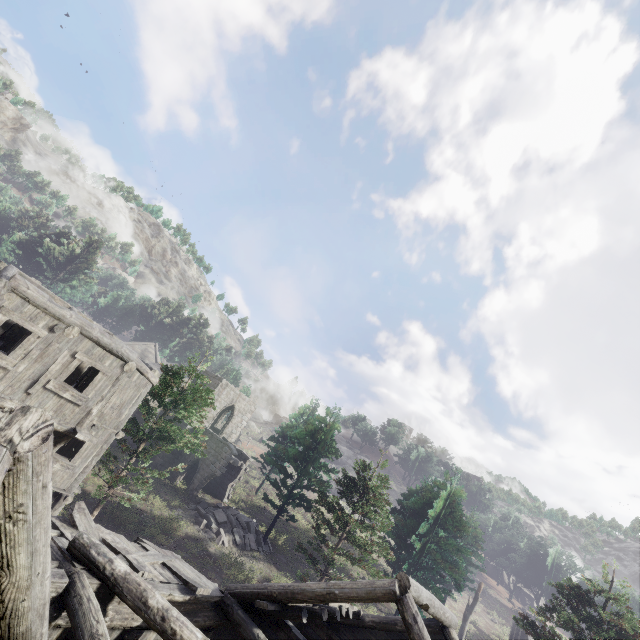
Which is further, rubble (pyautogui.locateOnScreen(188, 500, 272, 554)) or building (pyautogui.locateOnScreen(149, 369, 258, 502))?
building (pyautogui.locateOnScreen(149, 369, 258, 502))

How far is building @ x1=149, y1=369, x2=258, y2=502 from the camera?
26.7 meters

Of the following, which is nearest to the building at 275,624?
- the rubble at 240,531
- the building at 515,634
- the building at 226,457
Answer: the rubble at 240,531

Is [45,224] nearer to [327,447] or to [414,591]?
[327,447]

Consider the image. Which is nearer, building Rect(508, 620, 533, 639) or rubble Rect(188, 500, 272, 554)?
rubble Rect(188, 500, 272, 554)

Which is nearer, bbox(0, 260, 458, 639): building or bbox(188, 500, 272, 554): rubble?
bbox(0, 260, 458, 639): building

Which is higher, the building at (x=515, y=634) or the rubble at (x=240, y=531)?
the building at (x=515, y=634)

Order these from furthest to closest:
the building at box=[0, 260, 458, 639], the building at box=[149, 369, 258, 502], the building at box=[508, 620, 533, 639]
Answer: the building at box=[508, 620, 533, 639] < the building at box=[149, 369, 258, 502] < the building at box=[0, 260, 458, 639]
